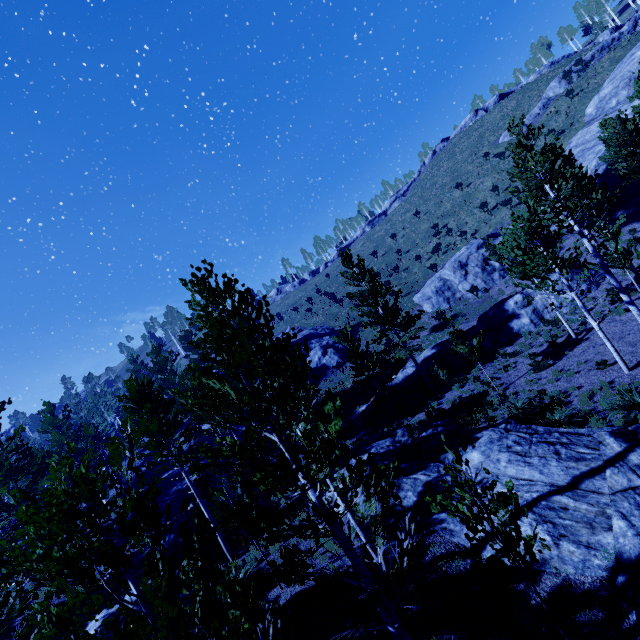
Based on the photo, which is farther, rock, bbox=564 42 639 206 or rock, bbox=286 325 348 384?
rock, bbox=286 325 348 384

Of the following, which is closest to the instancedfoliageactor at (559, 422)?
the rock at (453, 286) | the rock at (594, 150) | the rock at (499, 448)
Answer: the rock at (499, 448)

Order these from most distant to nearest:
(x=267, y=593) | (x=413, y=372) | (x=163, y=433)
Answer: (x=413, y=372) → (x=163, y=433) → (x=267, y=593)

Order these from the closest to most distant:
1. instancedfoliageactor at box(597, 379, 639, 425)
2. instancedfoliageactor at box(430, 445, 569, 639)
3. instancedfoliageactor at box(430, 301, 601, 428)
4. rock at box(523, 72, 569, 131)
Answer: instancedfoliageactor at box(430, 445, 569, 639) < instancedfoliageactor at box(597, 379, 639, 425) < instancedfoliageactor at box(430, 301, 601, 428) < rock at box(523, 72, 569, 131)

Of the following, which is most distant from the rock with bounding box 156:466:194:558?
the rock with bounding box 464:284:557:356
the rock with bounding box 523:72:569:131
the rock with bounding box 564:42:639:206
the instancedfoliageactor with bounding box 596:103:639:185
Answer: the rock with bounding box 523:72:569:131

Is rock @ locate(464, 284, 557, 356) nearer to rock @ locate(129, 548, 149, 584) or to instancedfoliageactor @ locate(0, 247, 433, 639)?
instancedfoliageactor @ locate(0, 247, 433, 639)

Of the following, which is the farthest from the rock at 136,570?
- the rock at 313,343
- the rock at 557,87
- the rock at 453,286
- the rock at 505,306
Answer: the rock at 557,87

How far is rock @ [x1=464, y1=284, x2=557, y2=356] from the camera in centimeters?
2177cm
